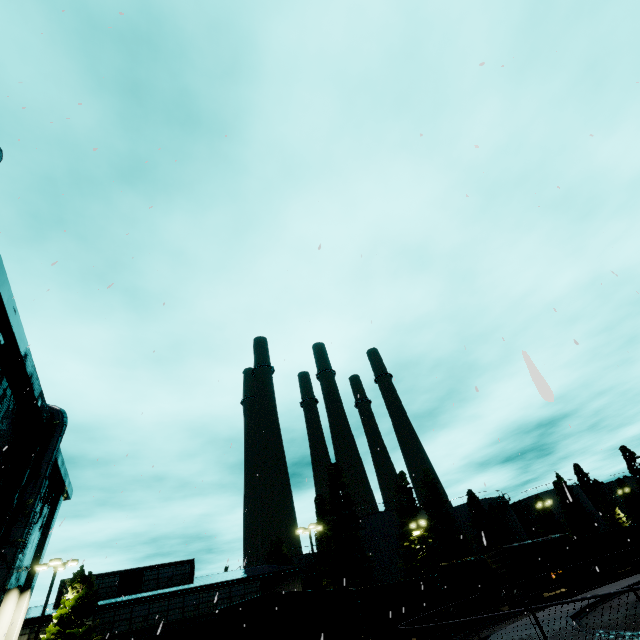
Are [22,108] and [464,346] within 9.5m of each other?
yes

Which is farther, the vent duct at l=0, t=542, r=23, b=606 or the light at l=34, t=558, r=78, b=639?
the light at l=34, t=558, r=78, b=639

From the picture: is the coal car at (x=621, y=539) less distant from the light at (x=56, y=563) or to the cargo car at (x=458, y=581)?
the cargo car at (x=458, y=581)

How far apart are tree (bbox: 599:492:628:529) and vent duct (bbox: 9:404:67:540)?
81.0m

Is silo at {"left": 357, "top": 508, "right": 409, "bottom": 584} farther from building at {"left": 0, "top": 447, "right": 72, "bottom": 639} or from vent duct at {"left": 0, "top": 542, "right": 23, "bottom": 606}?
vent duct at {"left": 0, "top": 542, "right": 23, "bottom": 606}

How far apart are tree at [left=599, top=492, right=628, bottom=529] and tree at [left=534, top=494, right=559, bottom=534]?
12.5m

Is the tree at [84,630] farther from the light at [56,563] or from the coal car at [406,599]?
the coal car at [406,599]

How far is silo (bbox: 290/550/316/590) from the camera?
54.5 meters
